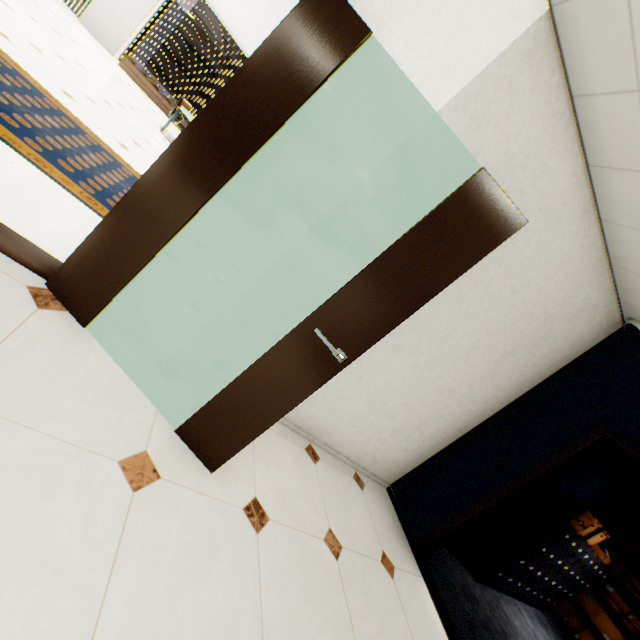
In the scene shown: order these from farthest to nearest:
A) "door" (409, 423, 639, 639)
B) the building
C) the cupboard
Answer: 1. the building
2. the cupboard
3. "door" (409, 423, 639, 639)

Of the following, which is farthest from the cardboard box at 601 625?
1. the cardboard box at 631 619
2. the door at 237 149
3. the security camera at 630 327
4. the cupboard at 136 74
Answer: the cupboard at 136 74

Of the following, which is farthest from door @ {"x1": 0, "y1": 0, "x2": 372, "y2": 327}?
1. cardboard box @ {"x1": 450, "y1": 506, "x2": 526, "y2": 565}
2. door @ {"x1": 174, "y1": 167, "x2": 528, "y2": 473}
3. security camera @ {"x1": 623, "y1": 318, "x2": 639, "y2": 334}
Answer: cardboard box @ {"x1": 450, "y1": 506, "x2": 526, "y2": 565}

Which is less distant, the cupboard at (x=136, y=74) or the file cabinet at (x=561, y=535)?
the file cabinet at (x=561, y=535)

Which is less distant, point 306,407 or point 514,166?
point 514,166

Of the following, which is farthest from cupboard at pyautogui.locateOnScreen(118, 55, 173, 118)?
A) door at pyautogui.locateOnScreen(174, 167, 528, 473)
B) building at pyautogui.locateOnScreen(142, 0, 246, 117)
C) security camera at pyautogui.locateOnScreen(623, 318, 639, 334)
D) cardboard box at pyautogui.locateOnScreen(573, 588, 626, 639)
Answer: building at pyautogui.locateOnScreen(142, 0, 246, 117)

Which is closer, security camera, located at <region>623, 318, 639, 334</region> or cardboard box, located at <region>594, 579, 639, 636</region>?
security camera, located at <region>623, 318, 639, 334</region>

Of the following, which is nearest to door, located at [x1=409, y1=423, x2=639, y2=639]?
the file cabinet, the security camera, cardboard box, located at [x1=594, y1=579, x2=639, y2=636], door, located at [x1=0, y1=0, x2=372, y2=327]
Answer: the security camera
